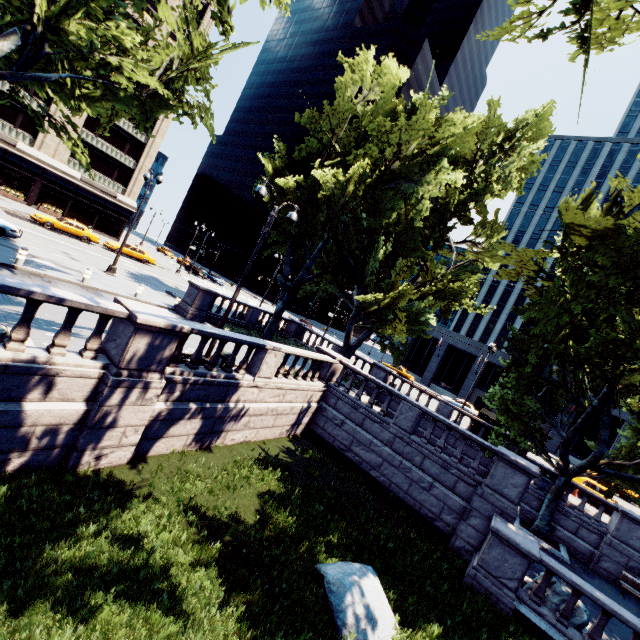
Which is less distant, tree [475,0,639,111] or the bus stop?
tree [475,0,639,111]

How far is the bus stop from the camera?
23.2m

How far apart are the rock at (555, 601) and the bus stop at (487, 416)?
12.1m

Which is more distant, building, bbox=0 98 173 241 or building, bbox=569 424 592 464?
building, bbox=569 424 592 464

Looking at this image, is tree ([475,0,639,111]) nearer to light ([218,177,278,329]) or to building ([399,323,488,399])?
light ([218,177,278,329])

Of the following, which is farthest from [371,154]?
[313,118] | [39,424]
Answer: [39,424]

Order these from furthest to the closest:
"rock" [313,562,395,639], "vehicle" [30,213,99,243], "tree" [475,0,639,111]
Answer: "vehicle" [30,213,99,243], "tree" [475,0,639,111], "rock" [313,562,395,639]

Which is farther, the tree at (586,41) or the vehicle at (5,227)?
the vehicle at (5,227)
